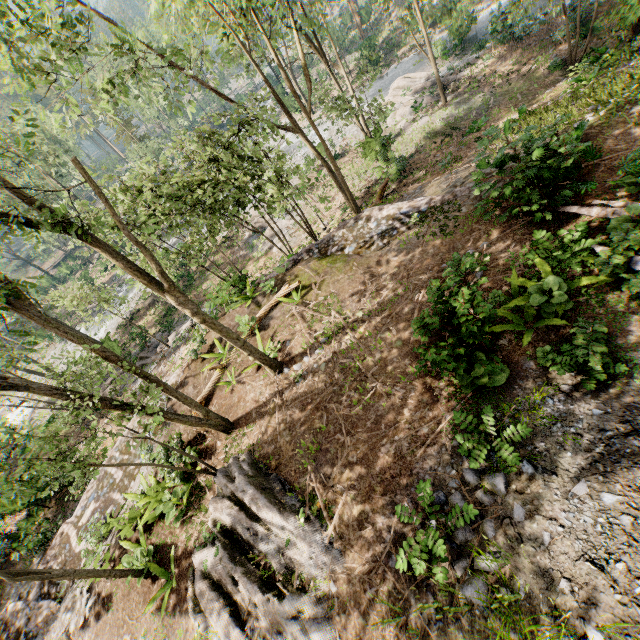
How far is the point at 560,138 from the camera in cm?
775

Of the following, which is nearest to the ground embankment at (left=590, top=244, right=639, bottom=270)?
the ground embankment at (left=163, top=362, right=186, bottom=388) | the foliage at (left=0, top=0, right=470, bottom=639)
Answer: the foliage at (left=0, top=0, right=470, bottom=639)

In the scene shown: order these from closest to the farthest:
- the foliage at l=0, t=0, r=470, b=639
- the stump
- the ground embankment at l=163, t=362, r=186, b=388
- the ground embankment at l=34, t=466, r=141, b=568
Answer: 1. the foliage at l=0, t=0, r=470, b=639
2. the ground embankment at l=34, t=466, r=141, b=568
3. the ground embankment at l=163, t=362, r=186, b=388
4. the stump

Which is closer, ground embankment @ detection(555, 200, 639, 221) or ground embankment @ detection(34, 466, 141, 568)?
ground embankment @ detection(555, 200, 639, 221)

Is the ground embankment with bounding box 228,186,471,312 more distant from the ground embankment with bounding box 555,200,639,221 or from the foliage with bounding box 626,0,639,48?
the ground embankment with bounding box 555,200,639,221

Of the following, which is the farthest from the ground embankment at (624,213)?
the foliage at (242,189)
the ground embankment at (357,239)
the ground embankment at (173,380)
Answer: the ground embankment at (173,380)

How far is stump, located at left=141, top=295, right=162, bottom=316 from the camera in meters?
31.1 m

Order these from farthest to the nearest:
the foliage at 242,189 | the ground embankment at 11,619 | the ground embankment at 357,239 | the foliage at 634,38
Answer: the foliage at 634,38 → the ground embankment at 357,239 → the ground embankment at 11,619 → the foliage at 242,189
